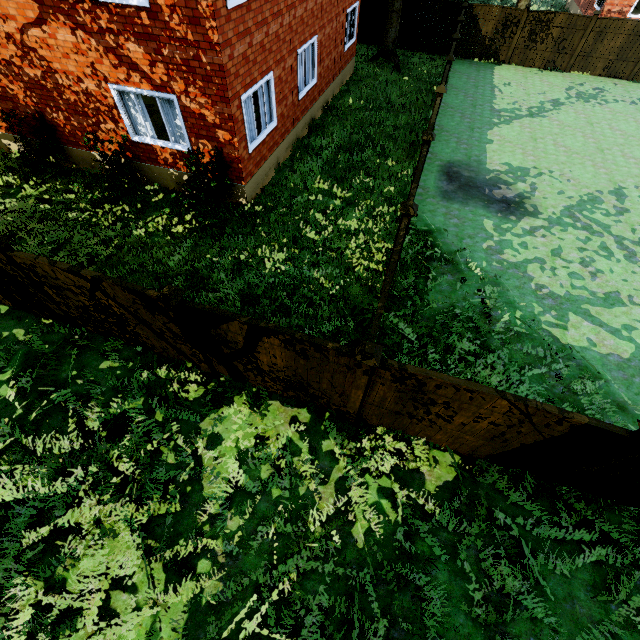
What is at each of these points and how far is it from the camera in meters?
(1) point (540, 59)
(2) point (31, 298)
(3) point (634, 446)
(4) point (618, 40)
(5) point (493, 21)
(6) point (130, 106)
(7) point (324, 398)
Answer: (1) fence, 18.3 m
(2) fence, 6.7 m
(3) fence post, 3.8 m
(4) fence, 16.8 m
(5) fence, 17.7 m
(6) curtain, 8.8 m
(7) fence, 5.9 m

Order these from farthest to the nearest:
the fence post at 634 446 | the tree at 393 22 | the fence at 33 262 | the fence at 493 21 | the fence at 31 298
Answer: the fence at 493 21 → the tree at 393 22 → the fence at 31 298 → the fence at 33 262 → the fence post at 634 446

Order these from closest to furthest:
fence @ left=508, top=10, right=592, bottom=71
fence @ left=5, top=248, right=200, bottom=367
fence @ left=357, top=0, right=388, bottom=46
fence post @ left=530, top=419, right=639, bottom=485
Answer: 1. fence post @ left=530, top=419, right=639, bottom=485
2. fence @ left=5, top=248, right=200, bottom=367
3. fence @ left=508, top=10, right=592, bottom=71
4. fence @ left=357, top=0, right=388, bottom=46

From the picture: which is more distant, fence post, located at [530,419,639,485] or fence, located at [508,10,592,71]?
fence, located at [508,10,592,71]

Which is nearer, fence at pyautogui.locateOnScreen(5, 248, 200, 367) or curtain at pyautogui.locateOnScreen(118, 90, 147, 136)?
fence at pyautogui.locateOnScreen(5, 248, 200, 367)

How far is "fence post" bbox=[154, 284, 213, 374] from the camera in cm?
462

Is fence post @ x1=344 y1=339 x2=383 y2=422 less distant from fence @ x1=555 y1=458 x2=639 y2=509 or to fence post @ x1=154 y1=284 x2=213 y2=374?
fence @ x1=555 y1=458 x2=639 y2=509

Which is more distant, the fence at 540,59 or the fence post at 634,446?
the fence at 540,59
